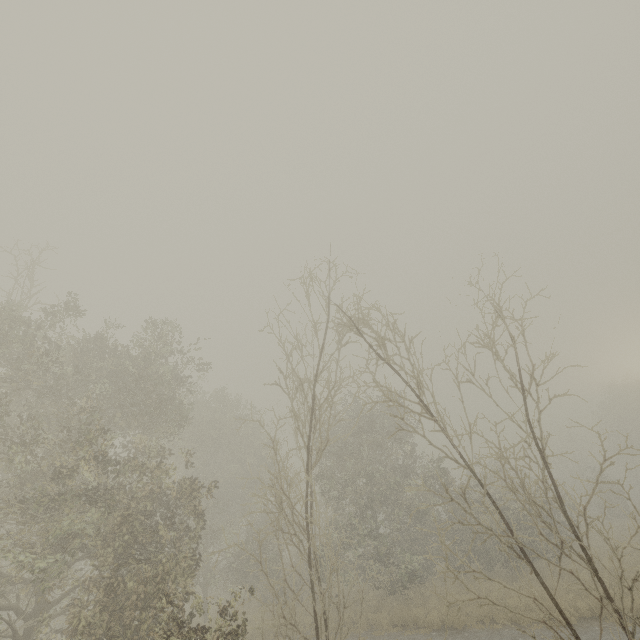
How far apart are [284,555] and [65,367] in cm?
2087
